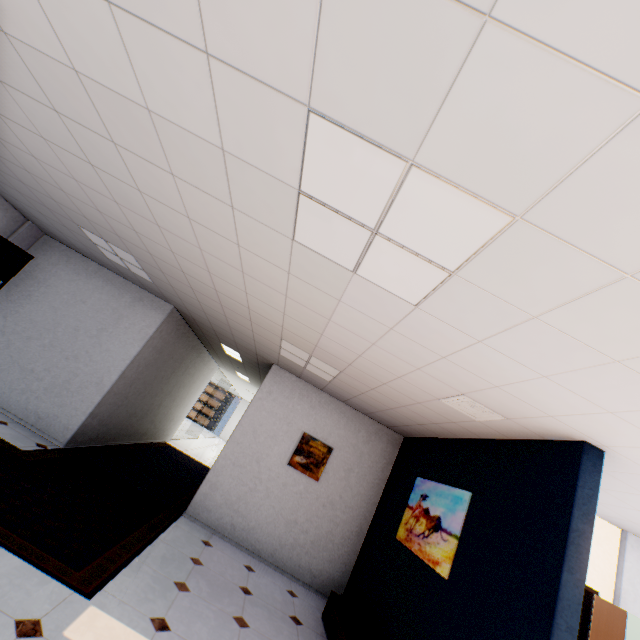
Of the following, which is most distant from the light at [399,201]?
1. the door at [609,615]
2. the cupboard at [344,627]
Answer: the door at [609,615]

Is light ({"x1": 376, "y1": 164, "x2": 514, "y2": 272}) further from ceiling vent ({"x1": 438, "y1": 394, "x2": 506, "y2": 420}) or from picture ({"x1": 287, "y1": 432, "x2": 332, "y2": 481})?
picture ({"x1": 287, "y1": 432, "x2": 332, "y2": 481})

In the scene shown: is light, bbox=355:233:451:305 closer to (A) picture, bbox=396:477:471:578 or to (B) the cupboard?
(A) picture, bbox=396:477:471:578

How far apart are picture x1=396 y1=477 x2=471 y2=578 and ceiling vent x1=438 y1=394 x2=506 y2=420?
0.9m

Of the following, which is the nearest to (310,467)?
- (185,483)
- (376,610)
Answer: (376,610)

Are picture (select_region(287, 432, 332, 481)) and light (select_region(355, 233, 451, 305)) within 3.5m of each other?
no

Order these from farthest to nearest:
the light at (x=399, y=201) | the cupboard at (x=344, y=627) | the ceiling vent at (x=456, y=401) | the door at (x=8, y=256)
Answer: the door at (x=8, y=256) < the cupboard at (x=344, y=627) < the ceiling vent at (x=456, y=401) < the light at (x=399, y=201)

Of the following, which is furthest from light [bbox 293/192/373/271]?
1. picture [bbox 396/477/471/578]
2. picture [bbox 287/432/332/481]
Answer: picture [bbox 287/432/332/481]
